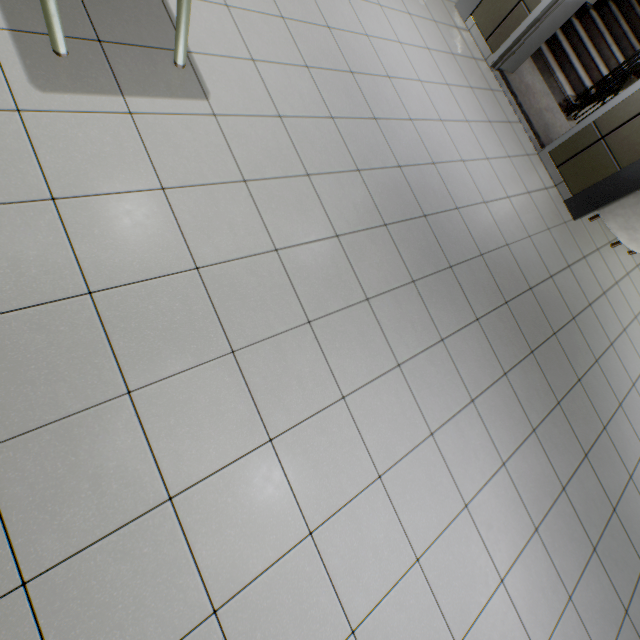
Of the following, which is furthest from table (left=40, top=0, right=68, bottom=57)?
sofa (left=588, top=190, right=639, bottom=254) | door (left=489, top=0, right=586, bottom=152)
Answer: sofa (left=588, top=190, right=639, bottom=254)

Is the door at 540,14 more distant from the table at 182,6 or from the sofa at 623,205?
the table at 182,6

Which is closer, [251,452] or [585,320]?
[251,452]

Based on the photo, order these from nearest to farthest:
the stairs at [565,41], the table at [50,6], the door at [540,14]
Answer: the table at [50,6] → the door at [540,14] → the stairs at [565,41]

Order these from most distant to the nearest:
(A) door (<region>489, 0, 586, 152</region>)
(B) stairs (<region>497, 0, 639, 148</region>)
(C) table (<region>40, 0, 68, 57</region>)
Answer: (B) stairs (<region>497, 0, 639, 148</region>) → (A) door (<region>489, 0, 586, 152</region>) → (C) table (<region>40, 0, 68, 57</region>)

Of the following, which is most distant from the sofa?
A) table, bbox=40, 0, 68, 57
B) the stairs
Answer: table, bbox=40, 0, 68, 57

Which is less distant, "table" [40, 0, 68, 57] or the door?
"table" [40, 0, 68, 57]
